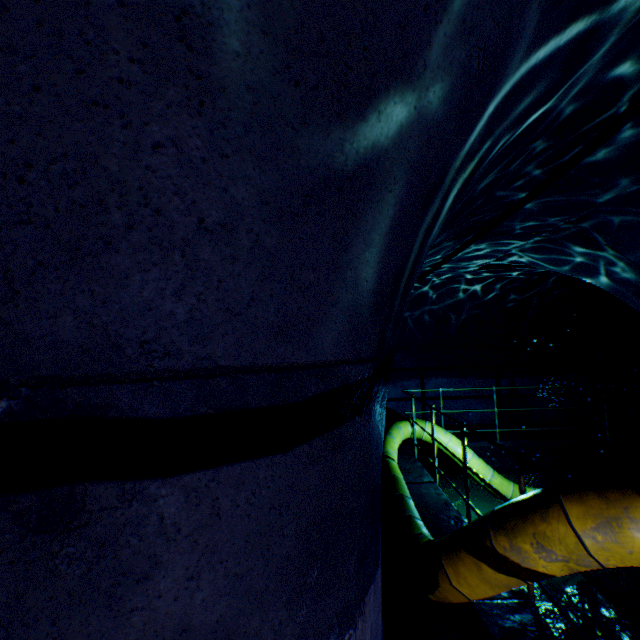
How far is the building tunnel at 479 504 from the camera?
6.4 meters

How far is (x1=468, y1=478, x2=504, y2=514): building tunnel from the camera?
6.4m

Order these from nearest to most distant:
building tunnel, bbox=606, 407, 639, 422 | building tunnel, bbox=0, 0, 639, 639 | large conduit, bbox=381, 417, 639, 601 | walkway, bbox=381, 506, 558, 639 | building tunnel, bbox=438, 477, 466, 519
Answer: building tunnel, bbox=0, 0, 639, 639 → large conduit, bbox=381, 417, 639, 601 → walkway, bbox=381, 506, 558, 639 → building tunnel, bbox=438, 477, 466, 519 → building tunnel, bbox=606, 407, 639, 422

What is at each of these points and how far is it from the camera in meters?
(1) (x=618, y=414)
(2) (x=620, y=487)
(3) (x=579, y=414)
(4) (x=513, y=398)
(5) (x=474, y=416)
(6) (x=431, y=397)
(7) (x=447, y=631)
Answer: (1) building tunnel, 8.7
(2) large conduit, 1.7
(3) building tunnel, 8.8
(4) building tunnel, 8.8
(5) building tunnel, 8.8
(6) building tunnel, 8.9
(7) walkway, 2.6

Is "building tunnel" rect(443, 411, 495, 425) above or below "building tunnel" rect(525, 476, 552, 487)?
above

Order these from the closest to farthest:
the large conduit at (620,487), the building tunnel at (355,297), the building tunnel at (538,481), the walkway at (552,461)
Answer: the building tunnel at (355,297), the large conduit at (620,487), the walkway at (552,461), the building tunnel at (538,481)

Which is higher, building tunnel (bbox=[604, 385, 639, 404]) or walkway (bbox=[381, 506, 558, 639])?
building tunnel (bbox=[604, 385, 639, 404])
